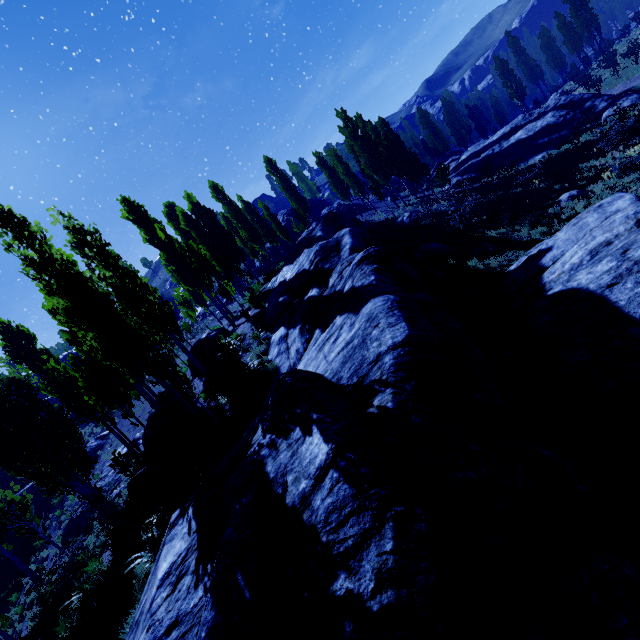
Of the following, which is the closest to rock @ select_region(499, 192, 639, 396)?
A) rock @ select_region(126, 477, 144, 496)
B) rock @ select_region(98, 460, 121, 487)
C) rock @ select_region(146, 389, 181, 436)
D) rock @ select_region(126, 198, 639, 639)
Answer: rock @ select_region(126, 198, 639, 639)

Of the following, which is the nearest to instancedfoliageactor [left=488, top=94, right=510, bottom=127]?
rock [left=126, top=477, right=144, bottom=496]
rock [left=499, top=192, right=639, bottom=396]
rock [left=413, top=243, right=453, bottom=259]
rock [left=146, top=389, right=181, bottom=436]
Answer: rock [left=126, top=477, right=144, bottom=496]

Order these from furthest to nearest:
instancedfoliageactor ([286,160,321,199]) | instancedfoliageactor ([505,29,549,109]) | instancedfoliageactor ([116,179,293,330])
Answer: instancedfoliageactor ([286,160,321,199]) < instancedfoliageactor ([505,29,549,109]) < instancedfoliageactor ([116,179,293,330])

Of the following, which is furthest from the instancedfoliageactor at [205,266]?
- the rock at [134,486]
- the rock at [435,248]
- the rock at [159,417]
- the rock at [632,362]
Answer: the rock at [435,248]

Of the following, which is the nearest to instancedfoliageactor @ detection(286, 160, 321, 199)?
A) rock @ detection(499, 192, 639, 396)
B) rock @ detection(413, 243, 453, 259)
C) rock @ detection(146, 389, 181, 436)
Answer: rock @ detection(146, 389, 181, 436)

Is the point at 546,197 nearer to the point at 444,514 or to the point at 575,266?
the point at 575,266

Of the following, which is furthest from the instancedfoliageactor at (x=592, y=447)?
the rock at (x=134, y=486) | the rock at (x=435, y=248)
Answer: the rock at (x=435, y=248)

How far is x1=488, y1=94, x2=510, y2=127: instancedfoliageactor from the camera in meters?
51.6
